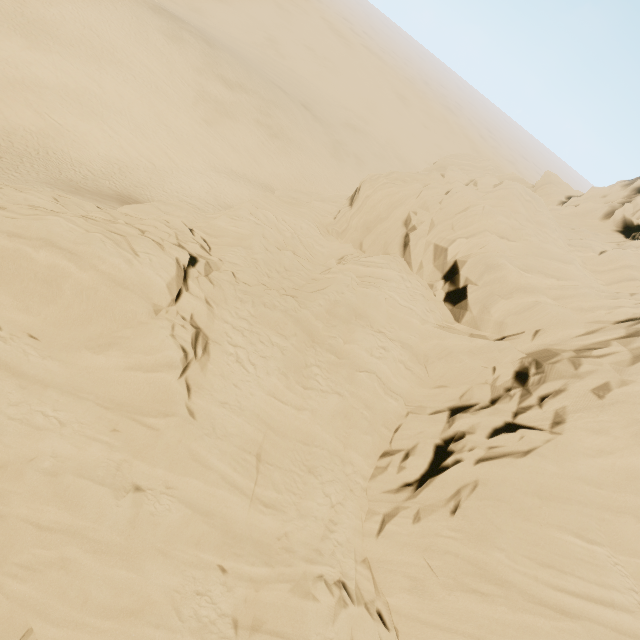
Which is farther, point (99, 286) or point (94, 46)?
point (94, 46)
